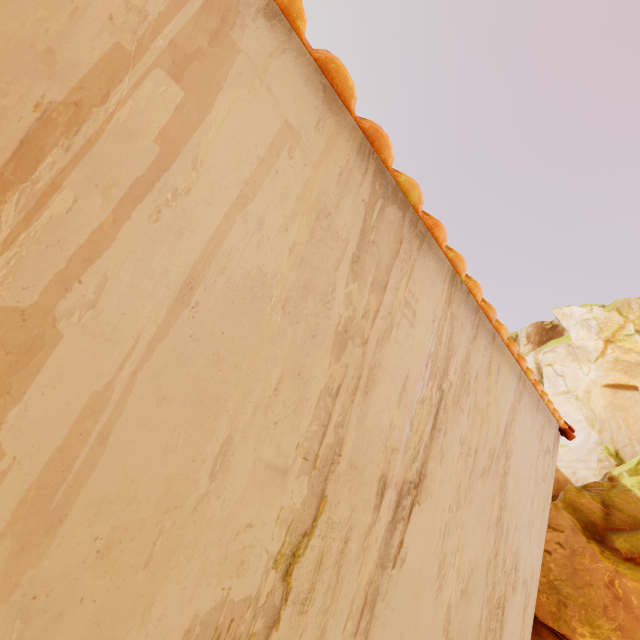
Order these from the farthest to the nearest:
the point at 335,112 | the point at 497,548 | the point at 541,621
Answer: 1. the point at 541,621
2. the point at 497,548
3. the point at 335,112
